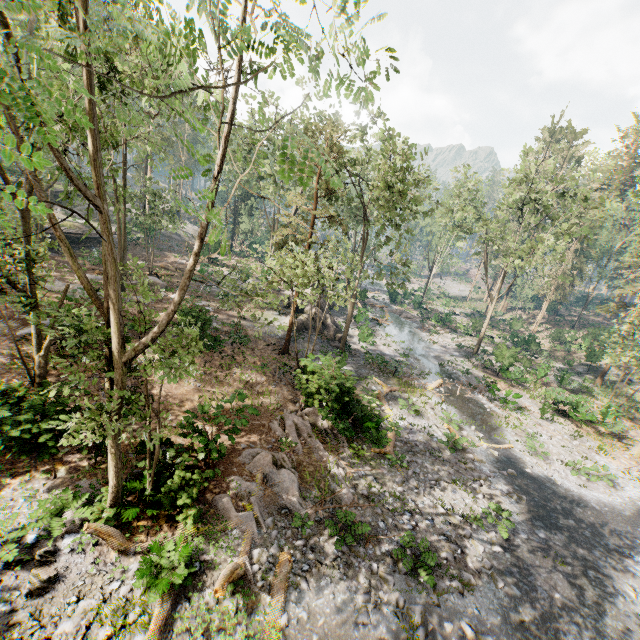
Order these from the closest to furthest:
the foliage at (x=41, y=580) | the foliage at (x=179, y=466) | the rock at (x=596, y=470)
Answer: the foliage at (x=41, y=580) → the foliage at (x=179, y=466) → the rock at (x=596, y=470)

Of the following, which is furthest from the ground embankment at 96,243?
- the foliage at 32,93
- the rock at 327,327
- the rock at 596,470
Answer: the rock at 596,470

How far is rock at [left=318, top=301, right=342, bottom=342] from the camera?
28.3m

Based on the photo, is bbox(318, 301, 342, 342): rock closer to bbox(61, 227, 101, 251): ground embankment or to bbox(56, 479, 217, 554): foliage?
bbox(56, 479, 217, 554): foliage

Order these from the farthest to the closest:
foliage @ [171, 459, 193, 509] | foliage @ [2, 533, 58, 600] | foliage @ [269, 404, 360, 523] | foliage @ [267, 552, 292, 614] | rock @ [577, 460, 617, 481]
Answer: rock @ [577, 460, 617, 481] → foliage @ [269, 404, 360, 523] → foliage @ [171, 459, 193, 509] → foliage @ [267, 552, 292, 614] → foliage @ [2, 533, 58, 600]

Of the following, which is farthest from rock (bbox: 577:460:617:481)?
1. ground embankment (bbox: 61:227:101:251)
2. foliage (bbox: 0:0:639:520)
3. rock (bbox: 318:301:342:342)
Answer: ground embankment (bbox: 61:227:101:251)

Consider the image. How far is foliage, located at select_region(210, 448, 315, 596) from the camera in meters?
9.2 m

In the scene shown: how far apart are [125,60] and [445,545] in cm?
1819
